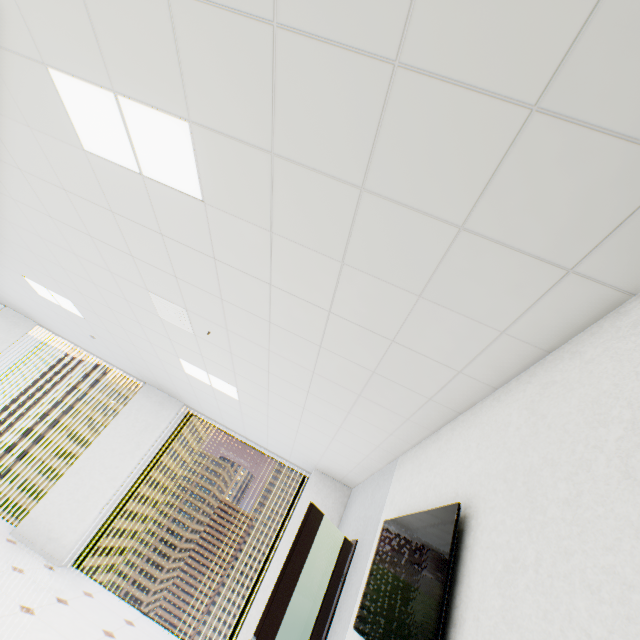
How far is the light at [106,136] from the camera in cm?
184

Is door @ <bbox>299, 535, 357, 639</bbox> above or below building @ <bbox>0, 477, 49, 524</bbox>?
above

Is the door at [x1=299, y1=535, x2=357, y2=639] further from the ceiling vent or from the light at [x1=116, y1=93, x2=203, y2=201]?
the light at [x1=116, y1=93, x2=203, y2=201]

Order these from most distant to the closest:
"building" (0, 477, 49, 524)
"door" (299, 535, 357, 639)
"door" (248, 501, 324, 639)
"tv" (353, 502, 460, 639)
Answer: "building" (0, 477, 49, 524) < "door" (299, 535, 357, 639) < "door" (248, 501, 324, 639) < "tv" (353, 502, 460, 639)

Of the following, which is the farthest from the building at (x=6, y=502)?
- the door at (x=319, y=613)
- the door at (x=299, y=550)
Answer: the door at (x=299, y=550)

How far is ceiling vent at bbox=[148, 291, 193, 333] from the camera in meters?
3.5

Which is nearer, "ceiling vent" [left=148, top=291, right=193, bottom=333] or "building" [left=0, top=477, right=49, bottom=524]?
"ceiling vent" [left=148, top=291, right=193, bottom=333]

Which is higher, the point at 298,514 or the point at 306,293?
the point at 306,293
